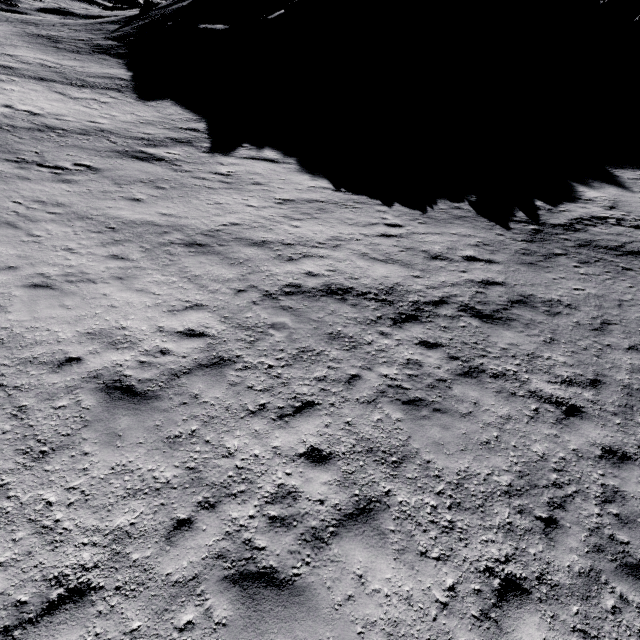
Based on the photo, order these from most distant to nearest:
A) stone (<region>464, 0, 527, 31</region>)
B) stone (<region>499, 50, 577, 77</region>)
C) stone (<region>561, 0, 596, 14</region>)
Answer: stone (<region>561, 0, 596, 14</region>)
stone (<region>464, 0, 527, 31</region>)
stone (<region>499, 50, 577, 77</region>)

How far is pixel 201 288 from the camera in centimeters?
898cm

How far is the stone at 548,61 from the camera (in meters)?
38.25

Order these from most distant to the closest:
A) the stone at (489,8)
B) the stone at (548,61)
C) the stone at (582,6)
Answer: the stone at (582,6) < the stone at (489,8) < the stone at (548,61)

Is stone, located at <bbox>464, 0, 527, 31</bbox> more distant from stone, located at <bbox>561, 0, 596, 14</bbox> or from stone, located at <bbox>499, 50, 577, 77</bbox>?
stone, located at <bbox>561, 0, 596, 14</bbox>

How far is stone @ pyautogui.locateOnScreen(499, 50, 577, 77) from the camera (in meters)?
38.25

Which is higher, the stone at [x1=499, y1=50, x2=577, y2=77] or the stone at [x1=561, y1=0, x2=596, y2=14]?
the stone at [x1=561, y1=0, x2=596, y2=14]

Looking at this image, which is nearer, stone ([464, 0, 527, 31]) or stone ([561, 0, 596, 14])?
stone ([464, 0, 527, 31])
